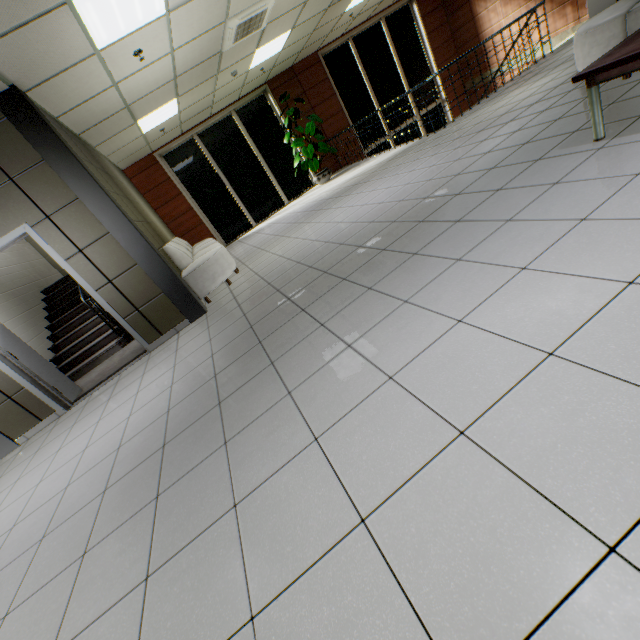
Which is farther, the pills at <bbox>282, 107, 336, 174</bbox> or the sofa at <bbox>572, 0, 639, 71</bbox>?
the pills at <bbox>282, 107, 336, 174</bbox>

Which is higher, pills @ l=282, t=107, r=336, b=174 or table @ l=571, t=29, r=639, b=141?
pills @ l=282, t=107, r=336, b=174

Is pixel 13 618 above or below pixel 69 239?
below

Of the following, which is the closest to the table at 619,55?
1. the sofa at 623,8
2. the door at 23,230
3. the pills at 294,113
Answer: the sofa at 623,8

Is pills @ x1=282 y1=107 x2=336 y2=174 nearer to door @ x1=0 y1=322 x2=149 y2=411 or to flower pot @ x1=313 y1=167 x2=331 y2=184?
flower pot @ x1=313 y1=167 x2=331 y2=184

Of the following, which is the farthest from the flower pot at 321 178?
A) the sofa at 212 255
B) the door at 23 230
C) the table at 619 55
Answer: the table at 619 55

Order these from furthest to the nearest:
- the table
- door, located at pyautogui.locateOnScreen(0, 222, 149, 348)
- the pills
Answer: the pills < door, located at pyautogui.locateOnScreen(0, 222, 149, 348) < the table

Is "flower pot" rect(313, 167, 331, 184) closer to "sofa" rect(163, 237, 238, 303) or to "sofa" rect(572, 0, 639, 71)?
"sofa" rect(163, 237, 238, 303)
